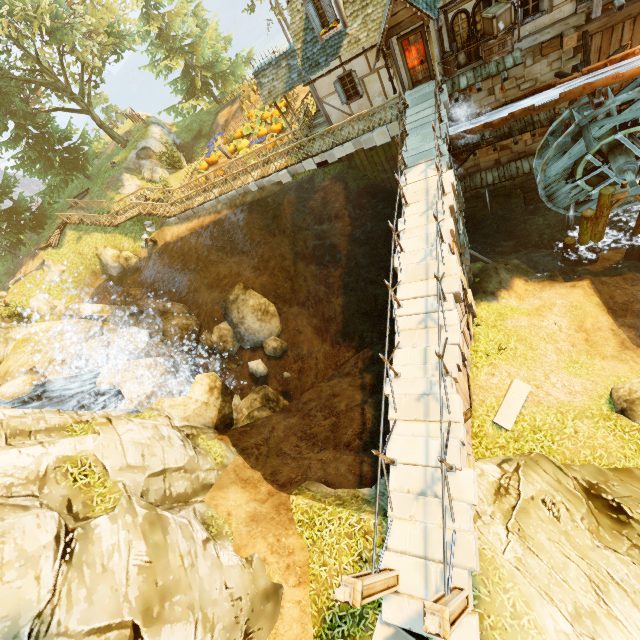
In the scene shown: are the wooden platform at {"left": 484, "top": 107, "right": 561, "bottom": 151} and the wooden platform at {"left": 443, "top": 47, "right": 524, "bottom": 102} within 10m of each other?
yes

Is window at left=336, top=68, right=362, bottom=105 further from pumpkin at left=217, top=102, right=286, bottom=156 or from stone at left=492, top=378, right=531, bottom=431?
stone at left=492, top=378, right=531, bottom=431

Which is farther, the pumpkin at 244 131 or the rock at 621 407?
the pumpkin at 244 131

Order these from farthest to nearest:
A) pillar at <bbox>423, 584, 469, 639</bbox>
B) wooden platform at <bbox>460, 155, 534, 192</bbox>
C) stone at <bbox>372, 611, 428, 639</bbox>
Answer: wooden platform at <bbox>460, 155, 534, 192</bbox>, stone at <bbox>372, 611, 428, 639</bbox>, pillar at <bbox>423, 584, 469, 639</bbox>

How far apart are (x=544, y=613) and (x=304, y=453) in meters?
7.2 m

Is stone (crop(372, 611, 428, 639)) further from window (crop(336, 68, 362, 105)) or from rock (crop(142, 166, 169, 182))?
rock (crop(142, 166, 169, 182))

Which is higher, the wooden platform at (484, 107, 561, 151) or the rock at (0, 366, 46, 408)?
the rock at (0, 366, 46, 408)

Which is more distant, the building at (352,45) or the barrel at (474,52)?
the barrel at (474,52)
